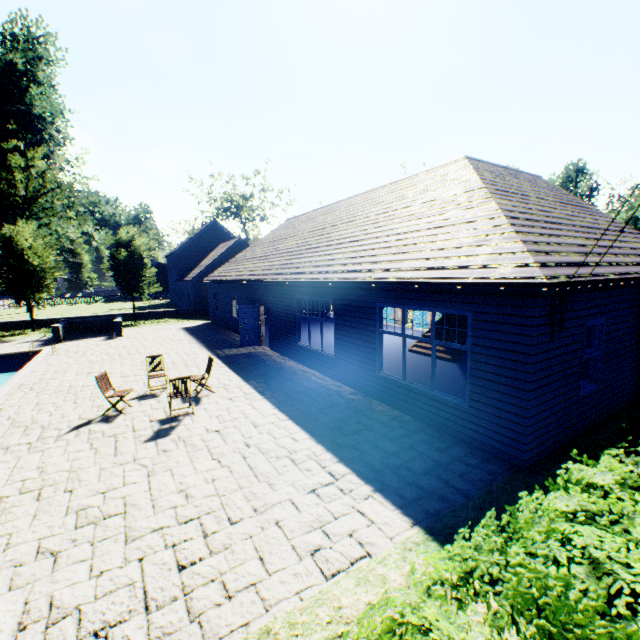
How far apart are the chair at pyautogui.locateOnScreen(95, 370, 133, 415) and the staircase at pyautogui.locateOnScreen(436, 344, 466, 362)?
11.1 meters

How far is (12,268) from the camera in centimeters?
2222cm

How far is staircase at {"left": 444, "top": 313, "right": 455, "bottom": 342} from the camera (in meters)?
12.81

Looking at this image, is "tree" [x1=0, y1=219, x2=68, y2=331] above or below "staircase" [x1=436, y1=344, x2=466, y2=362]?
above

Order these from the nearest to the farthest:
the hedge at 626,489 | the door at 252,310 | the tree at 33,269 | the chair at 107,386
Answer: the hedge at 626,489
the chair at 107,386
the door at 252,310
the tree at 33,269

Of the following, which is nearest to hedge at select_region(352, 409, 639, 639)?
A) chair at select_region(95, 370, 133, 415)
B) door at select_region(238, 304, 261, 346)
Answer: chair at select_region(95, 370, 133, 415)

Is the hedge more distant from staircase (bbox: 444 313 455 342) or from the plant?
the plant

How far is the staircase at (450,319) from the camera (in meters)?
12.81
